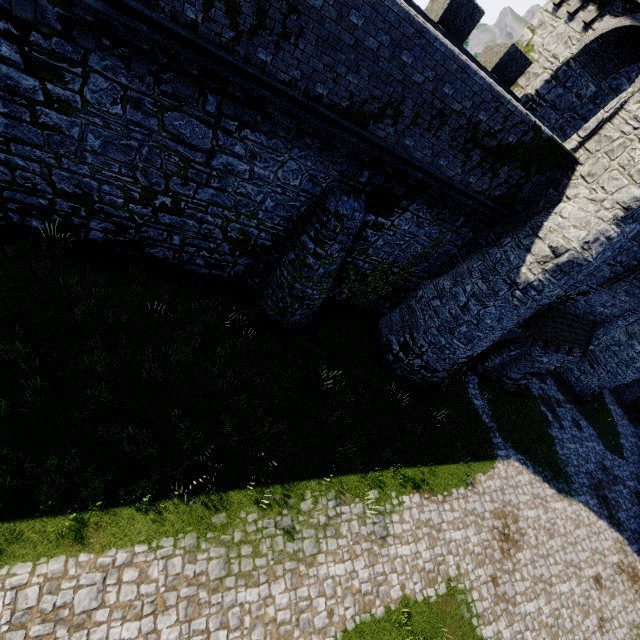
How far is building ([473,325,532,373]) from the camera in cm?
1597

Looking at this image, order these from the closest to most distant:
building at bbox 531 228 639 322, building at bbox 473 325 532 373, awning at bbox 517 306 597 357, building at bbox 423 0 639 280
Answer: building at bbox 423 0 639 280 → building at bbox 531 228 639 322 → awning at bbox 517 306 597 357 → building at bbox 473 325 532 373

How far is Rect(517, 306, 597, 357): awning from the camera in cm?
1393

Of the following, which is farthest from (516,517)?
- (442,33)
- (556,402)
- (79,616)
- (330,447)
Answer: (442,33)

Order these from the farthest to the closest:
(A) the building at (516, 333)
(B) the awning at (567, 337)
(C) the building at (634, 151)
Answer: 1. (A) the building at (516, 333)
2. (B) the awning at (567, 337)
3. (C) the building at (634, 151)

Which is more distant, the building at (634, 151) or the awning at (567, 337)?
the awning at (567, 337)

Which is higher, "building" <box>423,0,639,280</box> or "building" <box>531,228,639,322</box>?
"building" <box>423,0,639,280</box>
